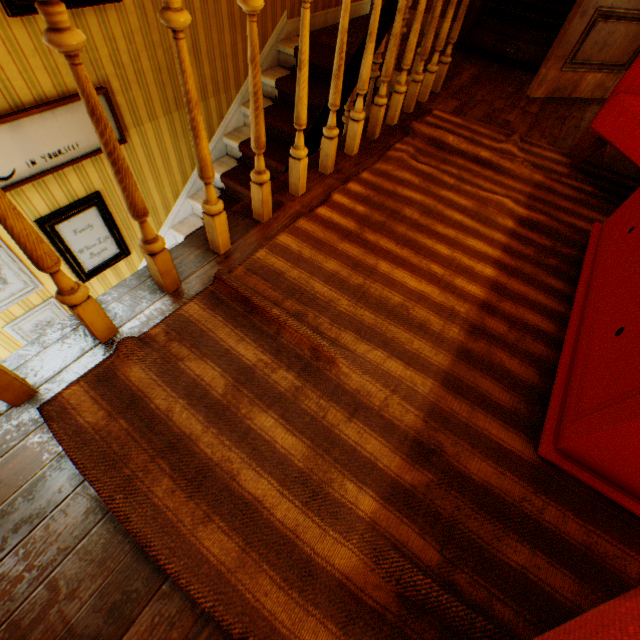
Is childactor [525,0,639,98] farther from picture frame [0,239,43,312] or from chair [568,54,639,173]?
picture frame [0,239,43,312]

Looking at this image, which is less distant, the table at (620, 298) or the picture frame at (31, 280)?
the table at (620, 298)

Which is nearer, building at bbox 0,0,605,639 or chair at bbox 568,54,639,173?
building at bbox 0,0,605,639

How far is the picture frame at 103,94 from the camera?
2.49m

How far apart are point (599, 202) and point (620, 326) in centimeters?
171cm

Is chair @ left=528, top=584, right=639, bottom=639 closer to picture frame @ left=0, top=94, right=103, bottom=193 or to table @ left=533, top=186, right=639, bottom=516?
table @ left=533, top=186, right=639, bottom=516

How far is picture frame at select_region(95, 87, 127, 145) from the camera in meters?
2.5

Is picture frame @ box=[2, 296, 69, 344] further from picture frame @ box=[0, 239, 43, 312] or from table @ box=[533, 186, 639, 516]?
table @ box=[533, 186, 639, 516]
